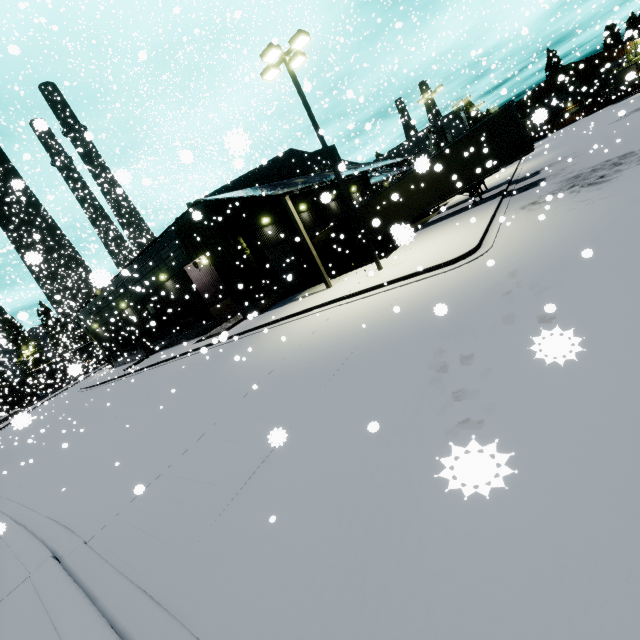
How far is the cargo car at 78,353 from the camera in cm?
421

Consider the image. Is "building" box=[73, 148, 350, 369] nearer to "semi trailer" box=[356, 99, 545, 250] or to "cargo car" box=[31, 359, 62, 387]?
"semi trailer" box=[356, 99, 545, 250]

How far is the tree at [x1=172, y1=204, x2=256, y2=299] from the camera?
19.7m

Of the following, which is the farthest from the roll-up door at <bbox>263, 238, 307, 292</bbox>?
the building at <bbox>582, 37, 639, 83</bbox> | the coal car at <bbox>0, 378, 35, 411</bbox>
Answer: the coal car at <bbox>0, 378, 35, 411</bbox>

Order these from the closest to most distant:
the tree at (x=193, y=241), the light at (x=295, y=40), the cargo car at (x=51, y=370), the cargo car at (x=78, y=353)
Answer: the cargo car at (x=78, y=353) → the light at (x=295, y=40) → the tree at (x=193, y=241) → the cargo car at (x=51, y=370)

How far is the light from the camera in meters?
12.3 m

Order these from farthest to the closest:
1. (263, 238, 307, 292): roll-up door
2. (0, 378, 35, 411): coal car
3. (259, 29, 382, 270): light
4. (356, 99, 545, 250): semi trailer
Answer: (0, 378, 35, 411): coal car < (263, 238, 307, 292): roll-up door < (356, 99, 545, 250): semi trailer < (259, 29, 382, 270): light

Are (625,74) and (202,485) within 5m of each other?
no
